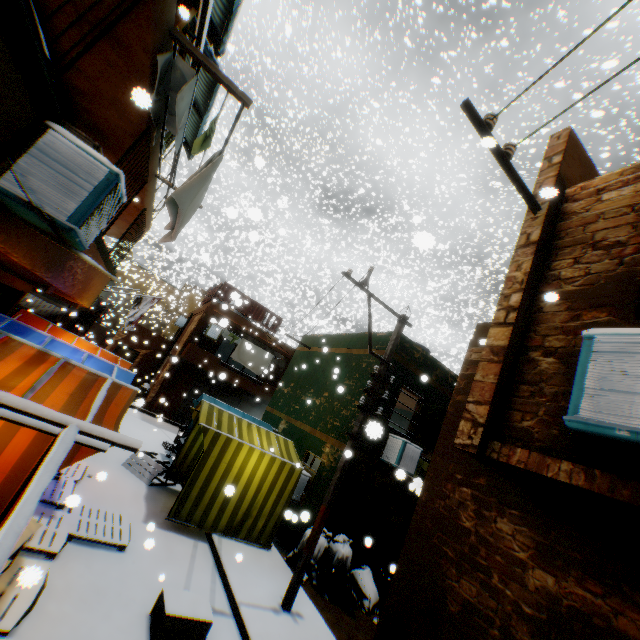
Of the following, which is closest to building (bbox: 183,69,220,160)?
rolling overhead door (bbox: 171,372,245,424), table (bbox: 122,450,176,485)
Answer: rolling overhead door (bbox: 171,372,245,424)

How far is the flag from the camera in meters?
13.4

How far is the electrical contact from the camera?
3.7m

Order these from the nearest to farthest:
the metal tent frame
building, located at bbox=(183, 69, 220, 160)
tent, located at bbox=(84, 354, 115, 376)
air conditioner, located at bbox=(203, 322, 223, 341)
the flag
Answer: the metal tent frame, tent, located at bbox=(84, 354, 115, 376), building, located at bbox=(183, 69, 220, 160), the flag, air conditioner, located at bbox=(203, 322, 223, 341)

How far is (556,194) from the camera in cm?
440

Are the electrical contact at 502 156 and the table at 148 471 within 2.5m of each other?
no

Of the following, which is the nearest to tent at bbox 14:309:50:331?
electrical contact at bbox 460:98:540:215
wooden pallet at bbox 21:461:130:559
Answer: wooden pallet at bbox 21:461:130:559

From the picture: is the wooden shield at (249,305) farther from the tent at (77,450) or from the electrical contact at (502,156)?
the electrical contact at (502,156)
